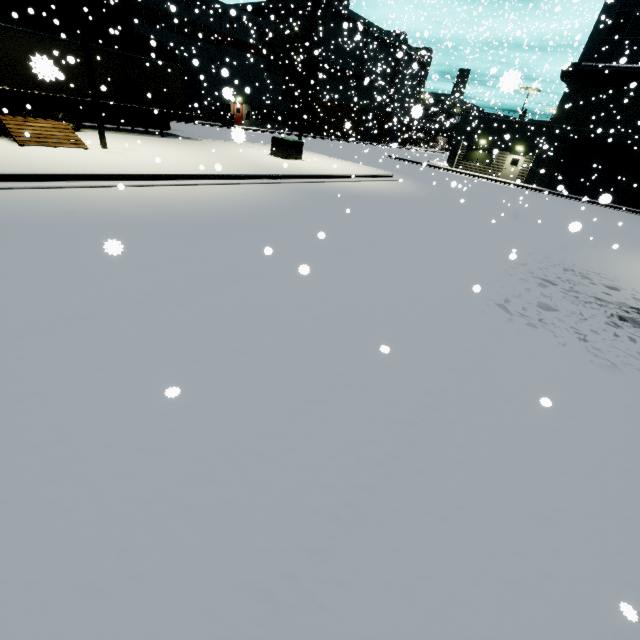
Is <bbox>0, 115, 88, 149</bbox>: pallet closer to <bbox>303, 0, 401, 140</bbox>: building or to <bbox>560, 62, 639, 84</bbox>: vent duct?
<bbox>303, 0, 401, 140</bbox>: building

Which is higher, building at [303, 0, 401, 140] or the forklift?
building at [303, 0, 401, 140]

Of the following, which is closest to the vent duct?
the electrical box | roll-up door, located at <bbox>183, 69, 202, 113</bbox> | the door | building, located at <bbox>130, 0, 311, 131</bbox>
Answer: building, located at <bbox>130, 0, 311, 131</bbox>

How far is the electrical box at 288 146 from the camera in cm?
1805

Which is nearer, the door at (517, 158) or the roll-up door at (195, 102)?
the door at (517, 158)

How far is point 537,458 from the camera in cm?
312

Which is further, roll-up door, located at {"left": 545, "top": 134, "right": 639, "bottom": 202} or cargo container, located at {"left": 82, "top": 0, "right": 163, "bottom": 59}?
roll-up door, located at {"left": 545, "top": 134, "right": 639, "bottom": 202}

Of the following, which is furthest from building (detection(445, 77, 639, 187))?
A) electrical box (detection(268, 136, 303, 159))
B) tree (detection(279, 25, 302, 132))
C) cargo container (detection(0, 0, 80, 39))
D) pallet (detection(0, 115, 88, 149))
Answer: electrical box (detection(268, 136, 303, 159))
